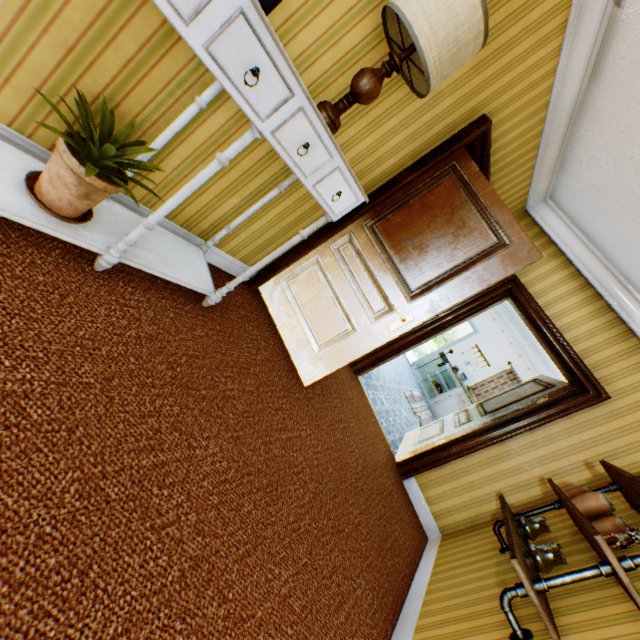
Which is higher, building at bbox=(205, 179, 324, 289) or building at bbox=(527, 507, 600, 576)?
building at bbox=(527, 507, 600, 576)

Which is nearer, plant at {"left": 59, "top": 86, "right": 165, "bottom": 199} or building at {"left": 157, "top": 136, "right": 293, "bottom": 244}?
plant at {"left": 59, "top": 86, "right": 165, "bottom": 199}

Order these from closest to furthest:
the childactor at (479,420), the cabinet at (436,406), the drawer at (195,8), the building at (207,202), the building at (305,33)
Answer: the drawer at (195,8) < the building at (305,33) < the building at (207,202) < the childactor at (479,420) < the cabinet at (436,406)

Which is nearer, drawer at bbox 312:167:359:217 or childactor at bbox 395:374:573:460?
drawer at bbox 312:167:359:217

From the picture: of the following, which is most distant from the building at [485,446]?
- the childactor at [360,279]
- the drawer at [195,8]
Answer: the drawer at [195,8]

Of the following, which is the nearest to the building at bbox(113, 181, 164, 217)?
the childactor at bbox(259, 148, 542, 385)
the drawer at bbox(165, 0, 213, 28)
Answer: the childactor at bbox(259, 148, 542, 385)

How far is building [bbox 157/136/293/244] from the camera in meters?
2.1

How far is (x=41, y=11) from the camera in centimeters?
121cm
